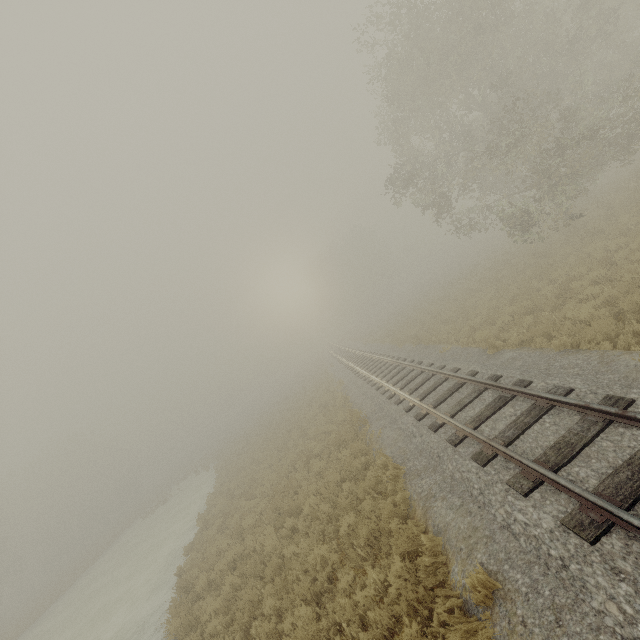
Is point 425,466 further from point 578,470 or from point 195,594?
point 195,594

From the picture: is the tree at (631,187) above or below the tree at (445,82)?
below

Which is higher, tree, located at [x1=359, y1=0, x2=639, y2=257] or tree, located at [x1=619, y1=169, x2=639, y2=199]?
tree, located at [x1=359, y1=0, x2=639, y2=257]
